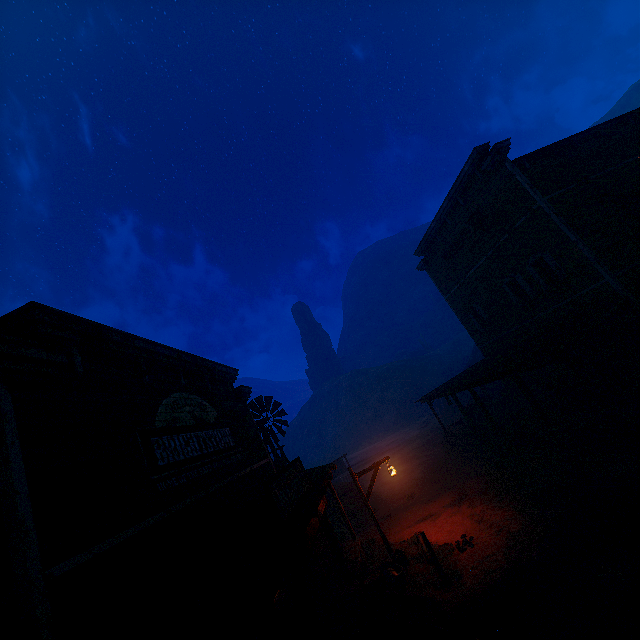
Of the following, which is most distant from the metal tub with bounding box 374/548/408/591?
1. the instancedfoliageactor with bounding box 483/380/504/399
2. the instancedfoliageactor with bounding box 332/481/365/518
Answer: the instancedfoliageactor with bounding box 483/380/504/399

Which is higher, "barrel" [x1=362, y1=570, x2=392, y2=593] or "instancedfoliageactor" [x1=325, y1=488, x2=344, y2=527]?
"barrel" [x1=362, y1=570, x2=392, y2=593]

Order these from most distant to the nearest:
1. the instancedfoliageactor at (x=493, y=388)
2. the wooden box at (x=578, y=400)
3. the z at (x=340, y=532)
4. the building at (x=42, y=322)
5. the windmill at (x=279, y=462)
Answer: the instancedfoliageactor at (x=493, y=388), the windmill at (x=279, y=462), the z at (x=340, y=532), the wooden box at (x=578, y=400), the building at (x=42, y=322)

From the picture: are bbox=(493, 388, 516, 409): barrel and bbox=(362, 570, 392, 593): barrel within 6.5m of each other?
no

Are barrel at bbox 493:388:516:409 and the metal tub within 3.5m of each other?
no

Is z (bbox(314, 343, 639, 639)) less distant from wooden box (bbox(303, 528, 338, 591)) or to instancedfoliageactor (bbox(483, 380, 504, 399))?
instancedfoliageactor (bbox(483, 380, 504, 399))

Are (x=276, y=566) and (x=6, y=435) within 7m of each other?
yes

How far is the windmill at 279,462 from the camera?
17.6 meters
